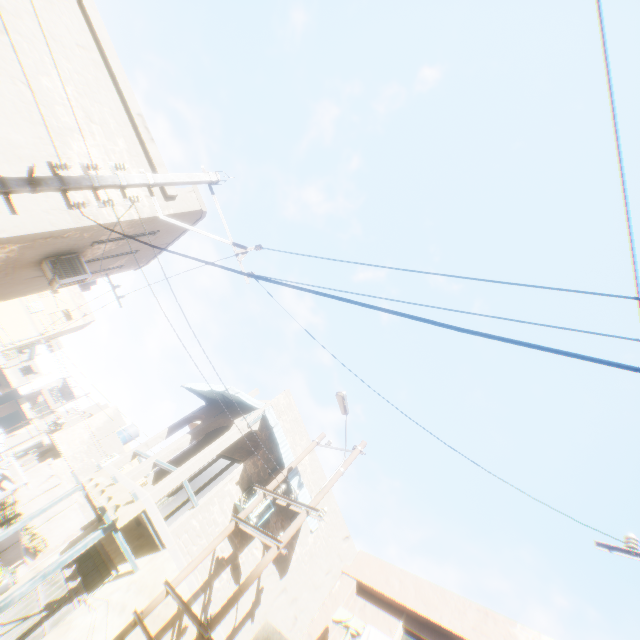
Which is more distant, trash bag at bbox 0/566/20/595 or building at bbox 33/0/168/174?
trash bag at bbox 0/566/20/595

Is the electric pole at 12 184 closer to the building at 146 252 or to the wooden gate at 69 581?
the building at 146 252

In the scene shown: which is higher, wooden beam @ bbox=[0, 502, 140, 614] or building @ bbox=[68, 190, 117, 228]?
building @ bbox=[68, 190, 117, 228]

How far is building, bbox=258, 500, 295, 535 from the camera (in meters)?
11.16

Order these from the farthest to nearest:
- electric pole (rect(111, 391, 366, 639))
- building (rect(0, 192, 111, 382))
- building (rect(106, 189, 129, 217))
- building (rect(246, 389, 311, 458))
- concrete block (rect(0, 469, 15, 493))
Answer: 1. concrete block (rect(0, 469, 15, 493))
2. building (rect(246, 389, 311, 458))
3. building (rect(106, 189, 129, 217))
4. building (rect(0, 192, 111, 382))
5. electric pole (rect(111, 391, 366, 639))

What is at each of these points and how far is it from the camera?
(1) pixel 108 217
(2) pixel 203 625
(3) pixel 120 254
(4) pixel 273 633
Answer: (1) building, 7.7 meters
(2) electric pole, 5.9 meters
(3) building, 10.8 meters
(4) balcony, 6.6 meters

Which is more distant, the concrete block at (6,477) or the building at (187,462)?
the concrete block at (6,477)

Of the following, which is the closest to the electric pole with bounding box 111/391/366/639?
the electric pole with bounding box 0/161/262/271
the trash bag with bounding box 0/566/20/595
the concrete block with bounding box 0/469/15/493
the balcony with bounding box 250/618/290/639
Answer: the balcony with bounding box 250/618/290/639
